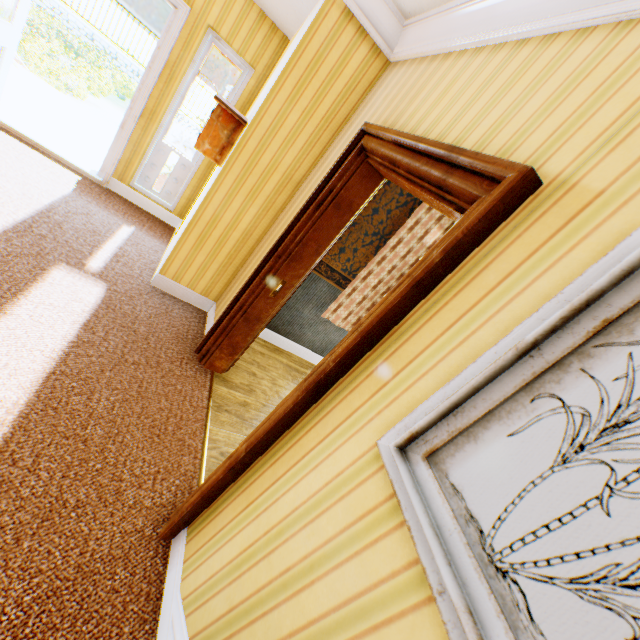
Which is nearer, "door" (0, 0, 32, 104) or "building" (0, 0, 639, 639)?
"building" (0, 0, 639, 639)

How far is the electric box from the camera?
2.8 meters

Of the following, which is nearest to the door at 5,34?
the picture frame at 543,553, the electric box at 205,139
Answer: the electric box at 205,139

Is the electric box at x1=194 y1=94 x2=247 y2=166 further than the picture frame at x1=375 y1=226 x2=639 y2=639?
Yes

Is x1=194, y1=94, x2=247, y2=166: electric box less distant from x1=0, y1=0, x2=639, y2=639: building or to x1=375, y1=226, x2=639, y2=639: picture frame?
x1=0, y1=0, x2=639, y2=639: building

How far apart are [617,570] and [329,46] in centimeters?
332cm

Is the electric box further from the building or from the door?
the door

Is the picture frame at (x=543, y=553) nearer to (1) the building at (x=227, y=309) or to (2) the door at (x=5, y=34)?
(1) the building at (x=227, y=309)
